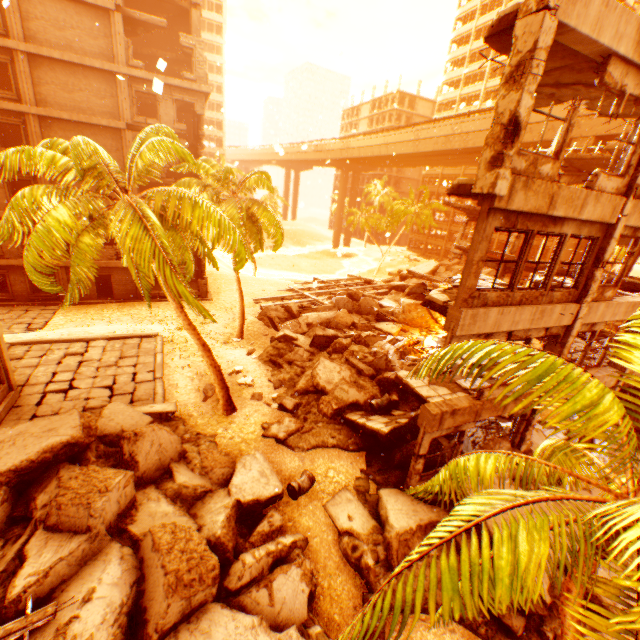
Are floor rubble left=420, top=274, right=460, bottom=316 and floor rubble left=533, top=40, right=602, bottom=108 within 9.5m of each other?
yes

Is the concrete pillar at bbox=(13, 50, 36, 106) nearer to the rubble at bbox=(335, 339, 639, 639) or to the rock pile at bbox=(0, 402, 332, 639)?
the rubble at bbox=(335, 339, 639, 639)

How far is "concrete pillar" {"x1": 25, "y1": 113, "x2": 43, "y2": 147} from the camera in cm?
1945

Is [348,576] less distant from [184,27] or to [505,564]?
[505,564]

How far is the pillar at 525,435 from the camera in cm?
1109

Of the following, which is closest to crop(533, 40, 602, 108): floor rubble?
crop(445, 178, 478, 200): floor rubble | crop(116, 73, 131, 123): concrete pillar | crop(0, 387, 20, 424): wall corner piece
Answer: crop(445, 178, 478, 200): floor rubble

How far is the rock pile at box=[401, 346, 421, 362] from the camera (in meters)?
17.91

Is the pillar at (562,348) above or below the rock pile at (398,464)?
above
